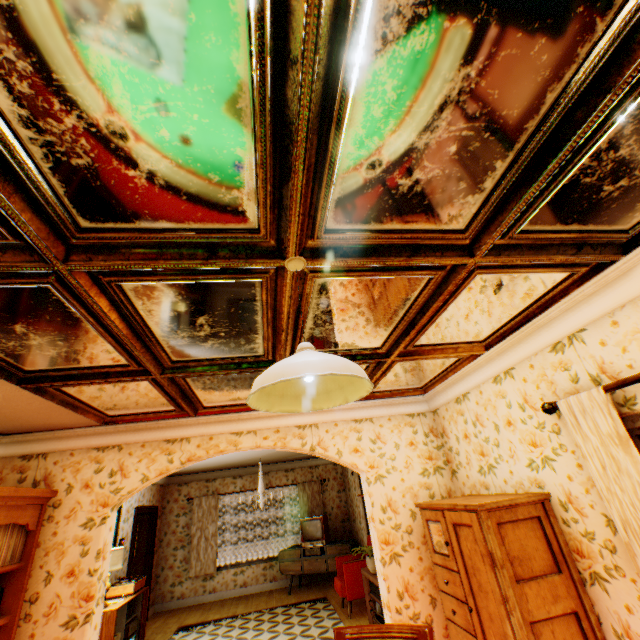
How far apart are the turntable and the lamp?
0.5 meters

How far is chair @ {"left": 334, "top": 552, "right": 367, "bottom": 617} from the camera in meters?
6.2

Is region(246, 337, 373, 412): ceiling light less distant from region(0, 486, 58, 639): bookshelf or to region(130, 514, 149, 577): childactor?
region(0, 486, 58, 639): bookshelf

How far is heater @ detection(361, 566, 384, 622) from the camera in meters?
4.9 m

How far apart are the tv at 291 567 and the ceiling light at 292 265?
8.90m

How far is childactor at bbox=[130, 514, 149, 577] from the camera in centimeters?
798cm

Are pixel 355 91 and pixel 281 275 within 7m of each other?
yes

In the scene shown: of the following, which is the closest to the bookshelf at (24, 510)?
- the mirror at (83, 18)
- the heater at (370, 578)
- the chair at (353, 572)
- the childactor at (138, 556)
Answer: the mirror at (83, 18)
